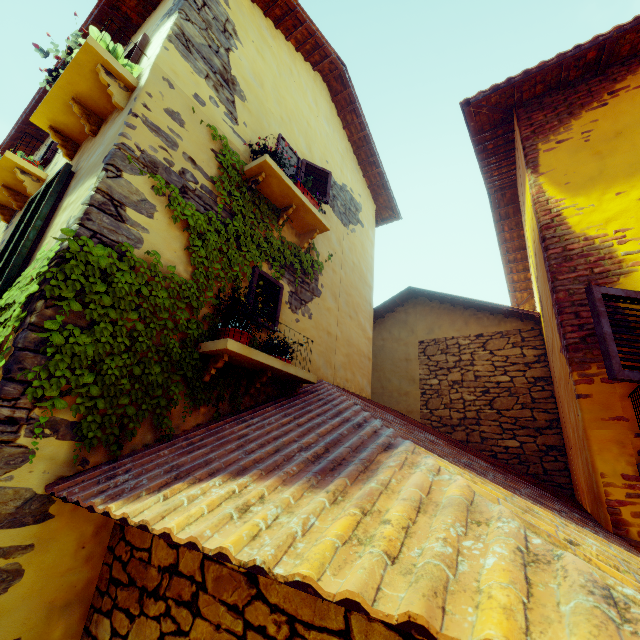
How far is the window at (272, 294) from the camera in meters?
4.0 m

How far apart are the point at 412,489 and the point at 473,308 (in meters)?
6.92

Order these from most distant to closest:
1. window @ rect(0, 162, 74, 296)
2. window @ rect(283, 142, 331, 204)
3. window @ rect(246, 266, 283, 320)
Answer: window @ rect(283, 142, 331, 204) → window @ rect(246, 266, 283, 320) → window @ rect(0, 162, 74, 296)

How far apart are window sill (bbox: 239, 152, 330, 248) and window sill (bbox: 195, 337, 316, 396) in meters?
1.8 m

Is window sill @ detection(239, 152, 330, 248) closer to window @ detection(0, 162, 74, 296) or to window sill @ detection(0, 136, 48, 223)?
window @ detection(0, 162, 74, 296)

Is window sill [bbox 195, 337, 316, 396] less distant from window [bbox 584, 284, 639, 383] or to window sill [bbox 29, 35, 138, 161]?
window [bbox 584, 284, 639, 383]

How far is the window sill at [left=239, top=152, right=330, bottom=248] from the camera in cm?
411

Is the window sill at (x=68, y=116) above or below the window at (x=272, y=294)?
above
